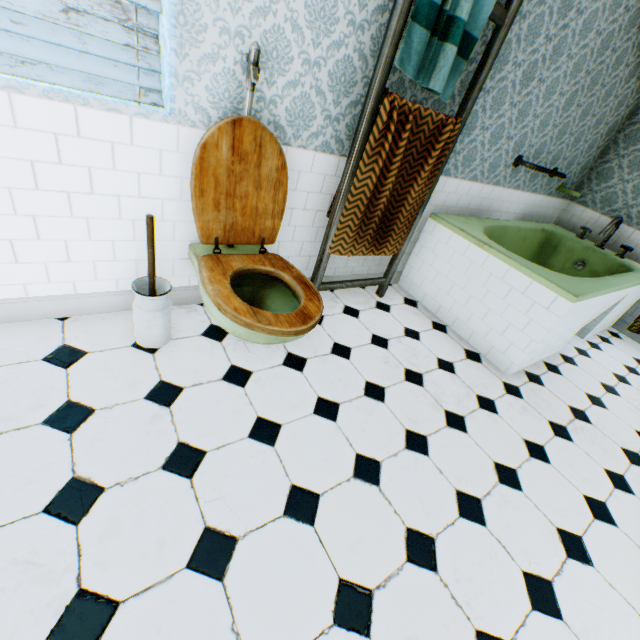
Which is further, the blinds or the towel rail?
the towel rail

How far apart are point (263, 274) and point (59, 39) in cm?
137

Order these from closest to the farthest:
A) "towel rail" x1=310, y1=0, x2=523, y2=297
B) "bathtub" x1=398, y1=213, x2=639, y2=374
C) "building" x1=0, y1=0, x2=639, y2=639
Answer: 1. "building" x1=0, y1=0, x2=639, y2=639
2. "towel rail" x1=310, y1=0, x2=523, y2=297
3. "bathtub" x1=398, y1=213, x2=639, y2=374

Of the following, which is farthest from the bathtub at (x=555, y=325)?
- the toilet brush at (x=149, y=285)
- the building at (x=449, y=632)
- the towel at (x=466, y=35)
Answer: the toilet brush at (x=149, y=285)

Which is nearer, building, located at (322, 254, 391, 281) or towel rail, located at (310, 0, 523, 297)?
towel rail, located at (310, 0, 523, 297)

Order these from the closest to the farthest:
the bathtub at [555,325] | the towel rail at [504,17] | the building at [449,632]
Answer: the building at [449,632], the towel rail at [504,17], the bathtub at [555,325]

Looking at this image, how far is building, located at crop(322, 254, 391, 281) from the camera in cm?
293

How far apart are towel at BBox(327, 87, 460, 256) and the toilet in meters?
0.4 m
